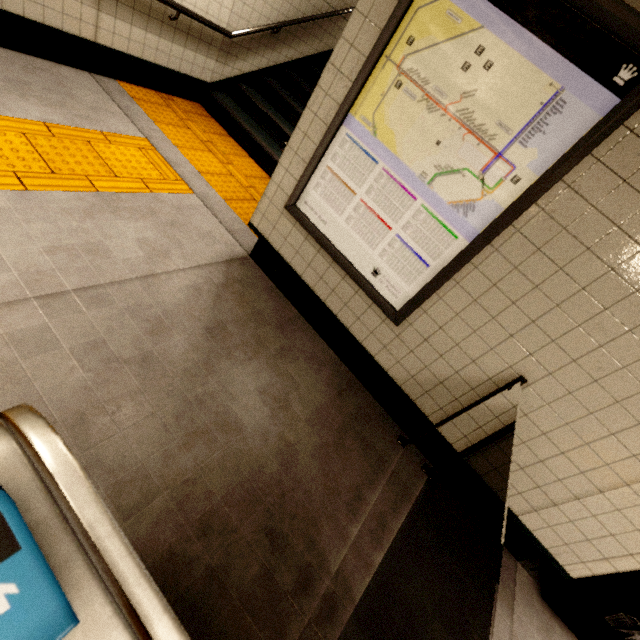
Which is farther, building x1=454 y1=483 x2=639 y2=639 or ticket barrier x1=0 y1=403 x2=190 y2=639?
building x1=454 y1=483 x2=639 y2=639

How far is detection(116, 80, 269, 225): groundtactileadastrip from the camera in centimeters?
365cm

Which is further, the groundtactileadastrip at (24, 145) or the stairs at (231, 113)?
the stairs at (231, 113)

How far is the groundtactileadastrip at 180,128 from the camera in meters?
3.7 m

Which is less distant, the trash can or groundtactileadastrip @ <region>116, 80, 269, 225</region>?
the trash can

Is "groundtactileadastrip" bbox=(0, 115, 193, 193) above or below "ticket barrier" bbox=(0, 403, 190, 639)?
below

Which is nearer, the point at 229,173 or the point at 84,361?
the point at 84,361

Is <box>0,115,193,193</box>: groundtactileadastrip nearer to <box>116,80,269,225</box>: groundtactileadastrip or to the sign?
<box>116,80,269,225</box>: groundtactileadastrip
